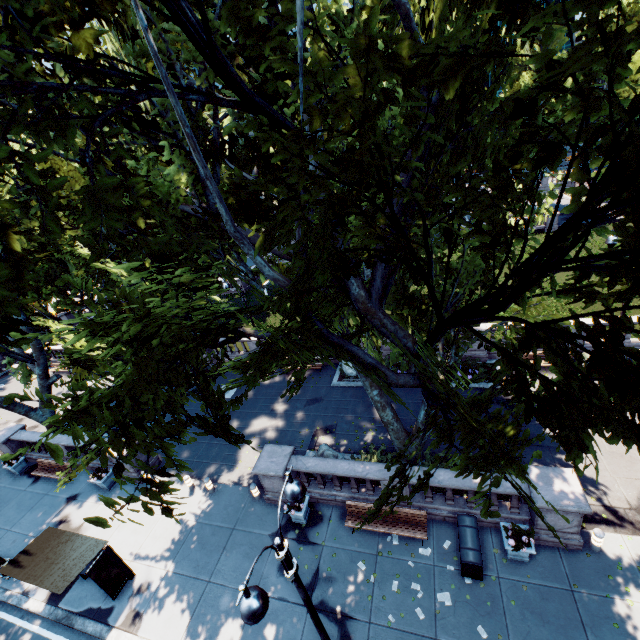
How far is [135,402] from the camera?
5.2m

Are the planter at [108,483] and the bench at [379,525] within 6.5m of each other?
no

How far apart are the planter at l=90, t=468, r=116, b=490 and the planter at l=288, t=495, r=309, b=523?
10.3m

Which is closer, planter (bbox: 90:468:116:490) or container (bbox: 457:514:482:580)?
container (bbox: 457:514:482:580)

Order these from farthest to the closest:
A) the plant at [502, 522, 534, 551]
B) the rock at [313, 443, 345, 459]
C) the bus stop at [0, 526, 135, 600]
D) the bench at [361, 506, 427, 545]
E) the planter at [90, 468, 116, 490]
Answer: the planter at [90, 468, 116, 490] < the rock at [313, 443, 345, 459] < the bench at [361, 506, 427, 545] < the bus stop at [0, 526, 135, 600] < the plant at [502, 522, 534, 551]

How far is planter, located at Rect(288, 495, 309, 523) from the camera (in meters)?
12.49

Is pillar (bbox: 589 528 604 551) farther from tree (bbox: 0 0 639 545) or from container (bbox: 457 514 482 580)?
tree (bbox: 0 0 639 545)

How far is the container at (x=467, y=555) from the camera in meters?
9.9 m
